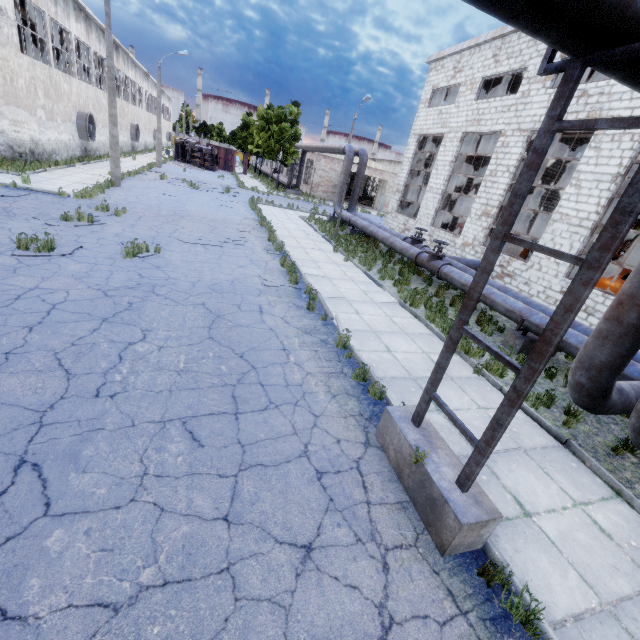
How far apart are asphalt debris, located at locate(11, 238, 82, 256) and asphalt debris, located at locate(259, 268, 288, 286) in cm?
501

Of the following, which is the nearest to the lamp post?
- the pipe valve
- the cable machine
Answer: the pipe valve

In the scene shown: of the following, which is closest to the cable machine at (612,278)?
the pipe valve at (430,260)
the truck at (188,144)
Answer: the pipe valve at (430,260)

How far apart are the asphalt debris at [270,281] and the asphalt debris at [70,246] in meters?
5.0

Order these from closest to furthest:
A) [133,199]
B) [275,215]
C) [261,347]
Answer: [261,347] < [133,199] < [275,215]

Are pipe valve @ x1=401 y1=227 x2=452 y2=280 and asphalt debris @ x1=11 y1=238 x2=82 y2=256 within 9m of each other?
no

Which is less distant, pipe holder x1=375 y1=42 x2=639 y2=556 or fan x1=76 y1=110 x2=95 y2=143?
pipe holder x1=375 y1=42 x2=639 y2=556

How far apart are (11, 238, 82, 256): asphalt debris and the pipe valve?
11.7m
